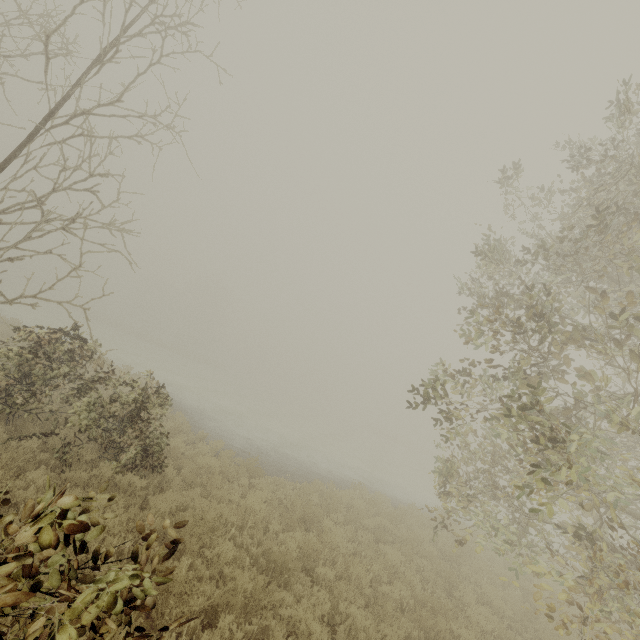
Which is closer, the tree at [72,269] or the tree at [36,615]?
the tree at [36,615]

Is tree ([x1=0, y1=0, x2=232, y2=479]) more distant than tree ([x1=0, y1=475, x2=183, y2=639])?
Yes

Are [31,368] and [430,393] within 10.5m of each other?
yes
